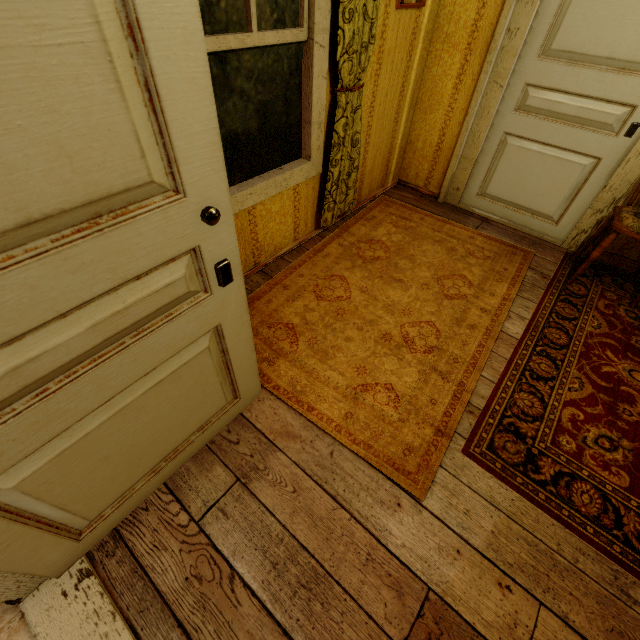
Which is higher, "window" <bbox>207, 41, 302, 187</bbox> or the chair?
"window" <bbox>207, 41, 302, 187</bbox>

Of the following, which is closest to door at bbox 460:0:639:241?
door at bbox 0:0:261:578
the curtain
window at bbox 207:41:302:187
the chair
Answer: the chair

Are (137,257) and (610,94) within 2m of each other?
no

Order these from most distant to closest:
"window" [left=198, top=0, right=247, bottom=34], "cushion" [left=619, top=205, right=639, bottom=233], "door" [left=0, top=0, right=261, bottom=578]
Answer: "cushion" [left=619, top=205, right=639, bottom=233], "window" [left=198, top=0, right=247, bottom=34], "door" [left=0, top=0, right=261, bottom=578]

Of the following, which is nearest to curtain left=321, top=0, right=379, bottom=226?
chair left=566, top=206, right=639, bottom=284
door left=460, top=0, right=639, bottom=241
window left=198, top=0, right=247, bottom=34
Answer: window left=198, top=0, right=247, bottom=34

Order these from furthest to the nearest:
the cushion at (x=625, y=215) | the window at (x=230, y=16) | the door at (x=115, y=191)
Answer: the cushion at (x=625, y=215) → the window at (x=230, y=16) → the door at (x=115, y=191)

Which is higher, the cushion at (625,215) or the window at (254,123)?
the window at (254,123)

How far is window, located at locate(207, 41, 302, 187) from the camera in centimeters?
176cm
